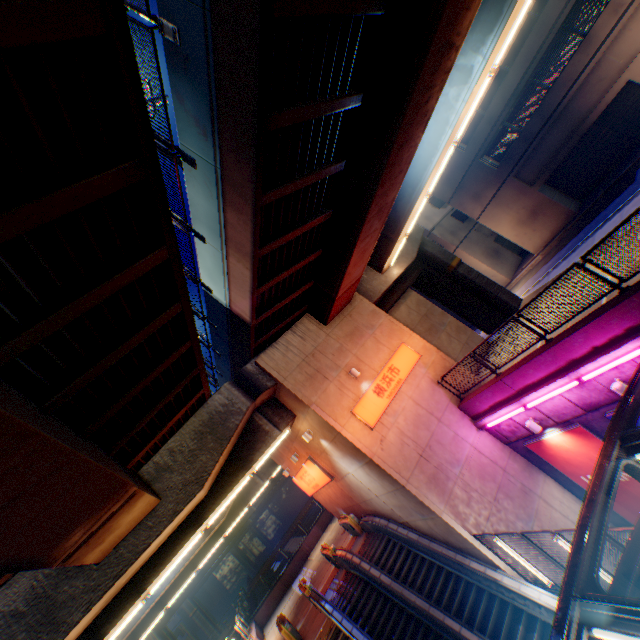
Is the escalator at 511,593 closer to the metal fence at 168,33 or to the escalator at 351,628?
the metal fence at 168,33

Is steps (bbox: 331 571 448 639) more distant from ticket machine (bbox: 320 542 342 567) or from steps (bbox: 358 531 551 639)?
ticket machine (bbox: 320 542 342 567)

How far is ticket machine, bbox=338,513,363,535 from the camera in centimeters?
1734cm

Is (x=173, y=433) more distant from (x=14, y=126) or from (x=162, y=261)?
(x=14, y=126)

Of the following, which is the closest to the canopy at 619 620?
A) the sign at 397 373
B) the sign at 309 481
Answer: the sign at 397 373

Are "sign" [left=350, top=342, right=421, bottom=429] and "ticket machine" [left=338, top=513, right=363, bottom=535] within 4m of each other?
no

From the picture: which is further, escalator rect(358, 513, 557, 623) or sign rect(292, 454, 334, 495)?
sign rect(292, 454, 334, 495)

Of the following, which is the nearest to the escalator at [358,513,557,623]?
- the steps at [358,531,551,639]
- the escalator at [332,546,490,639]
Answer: the steps at [358,531,551,639]
